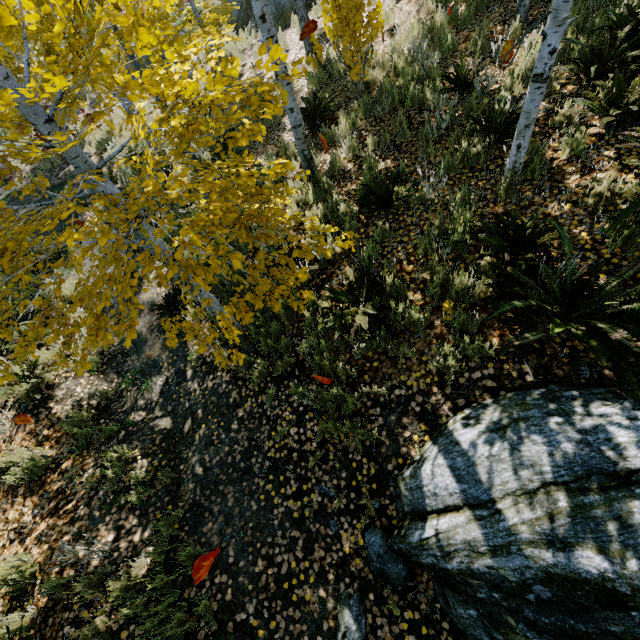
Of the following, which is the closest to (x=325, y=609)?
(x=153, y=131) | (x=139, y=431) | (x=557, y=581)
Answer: (x=557, y=581)

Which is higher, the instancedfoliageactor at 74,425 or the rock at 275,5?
the rock at 275,5

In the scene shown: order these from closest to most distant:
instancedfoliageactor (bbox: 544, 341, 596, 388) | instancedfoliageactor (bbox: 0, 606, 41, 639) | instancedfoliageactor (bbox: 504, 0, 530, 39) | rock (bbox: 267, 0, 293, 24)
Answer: instancedfoliageactor (bbox: 544, 341, 596, 388) → instancedfoliageactor (bbox: 0, 606, 41, 639) → instancedfoliageactor (bbox: 504, 0, 530, 39) → rock (bbox: 267, 0, 293, 24)

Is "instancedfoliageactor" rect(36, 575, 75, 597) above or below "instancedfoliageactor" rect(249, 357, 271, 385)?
above

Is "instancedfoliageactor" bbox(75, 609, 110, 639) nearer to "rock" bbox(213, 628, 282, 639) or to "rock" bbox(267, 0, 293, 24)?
"rock" bbox(213, 628, 282, 639)

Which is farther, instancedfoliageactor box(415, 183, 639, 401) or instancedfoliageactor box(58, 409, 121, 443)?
instancedfoliageactor box(58, 409, 121, 443)

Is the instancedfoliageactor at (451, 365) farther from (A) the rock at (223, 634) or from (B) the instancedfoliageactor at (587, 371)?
(A) the rock at (223, 634)
